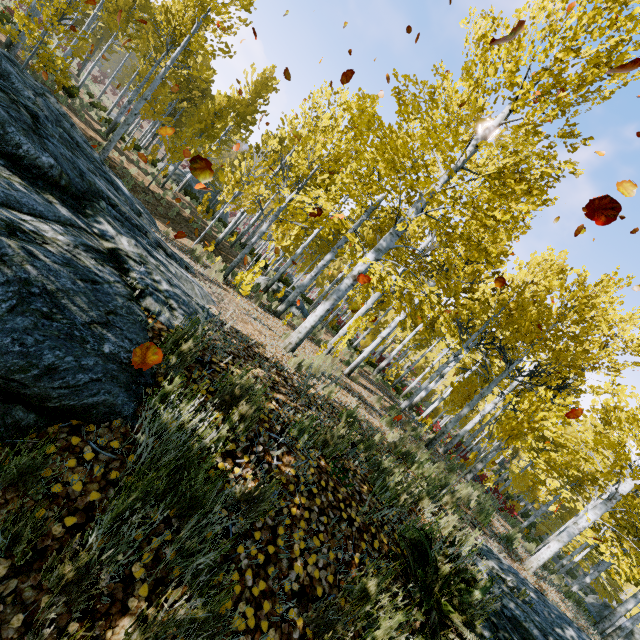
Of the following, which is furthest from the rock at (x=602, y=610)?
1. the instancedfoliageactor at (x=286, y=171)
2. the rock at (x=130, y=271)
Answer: the rock at (x=130, y=271)

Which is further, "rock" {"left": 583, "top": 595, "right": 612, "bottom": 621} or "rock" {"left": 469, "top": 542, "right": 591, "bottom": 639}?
"rock" {"left": 583, "top": 595, "right": 612, "bottom": 621}

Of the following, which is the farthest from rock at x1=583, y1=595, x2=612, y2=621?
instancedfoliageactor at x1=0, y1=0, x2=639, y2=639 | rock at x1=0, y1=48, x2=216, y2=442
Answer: rock at x1=0, y1=48, x2=216, y2=442

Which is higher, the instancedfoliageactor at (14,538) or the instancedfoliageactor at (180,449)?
the instancedfoliageactor at (180,449)

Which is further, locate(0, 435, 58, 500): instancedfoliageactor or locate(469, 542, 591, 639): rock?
locate(469, 542, 591, 639): rock

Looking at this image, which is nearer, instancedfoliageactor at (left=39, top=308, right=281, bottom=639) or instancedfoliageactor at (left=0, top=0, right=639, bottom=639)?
instancedfoliageactor at (left=39, top=308, right=281, bottom=639)

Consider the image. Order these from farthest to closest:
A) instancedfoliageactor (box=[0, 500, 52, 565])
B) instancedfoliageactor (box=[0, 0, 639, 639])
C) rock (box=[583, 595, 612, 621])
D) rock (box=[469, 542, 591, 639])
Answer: rock (box=[583, 595, 612, 621]), instancedfoliageactor (box=[0, 0, 639, 639]), rock (box=[469, 542, 591, 639]), instancedfoliageactor (box=[0, 500, 52, 565])

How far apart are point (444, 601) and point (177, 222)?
17.36m
